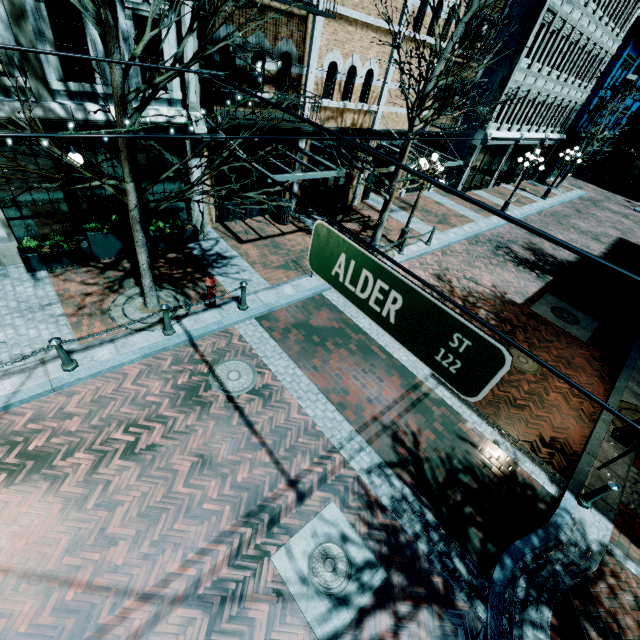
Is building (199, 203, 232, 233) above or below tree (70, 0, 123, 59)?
below

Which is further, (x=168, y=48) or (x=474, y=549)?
(x=168, y=48)

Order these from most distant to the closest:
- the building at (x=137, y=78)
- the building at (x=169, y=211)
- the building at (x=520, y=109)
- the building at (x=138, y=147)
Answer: the building at (x=520, y=109) → the building at (x=169, y=211) → the building at (x=138, y=147) → the building at (x=137, y=78)

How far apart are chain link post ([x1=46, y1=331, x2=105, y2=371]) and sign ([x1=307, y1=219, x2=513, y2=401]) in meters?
5.8 m

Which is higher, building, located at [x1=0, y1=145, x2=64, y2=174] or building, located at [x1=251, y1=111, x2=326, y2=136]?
building, located at [x1=251, y1=111, x2=326, y2=136]

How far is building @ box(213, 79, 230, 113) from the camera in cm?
841

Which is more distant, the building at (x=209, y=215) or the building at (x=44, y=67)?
the building at (x=209, y=215)

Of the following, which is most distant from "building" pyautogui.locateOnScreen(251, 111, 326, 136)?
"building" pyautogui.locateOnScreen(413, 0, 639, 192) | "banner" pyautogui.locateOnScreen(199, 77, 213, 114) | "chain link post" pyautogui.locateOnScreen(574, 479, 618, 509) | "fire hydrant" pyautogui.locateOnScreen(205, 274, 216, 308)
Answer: "chain link post" pyautogui.locateOnScreen(574, 479, 618, 509)
